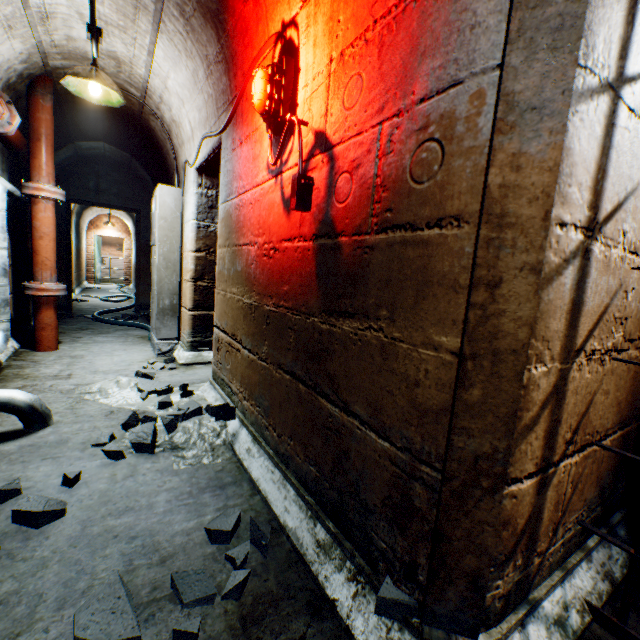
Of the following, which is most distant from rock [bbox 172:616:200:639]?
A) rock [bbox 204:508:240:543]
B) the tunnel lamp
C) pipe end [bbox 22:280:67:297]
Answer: pipe end [bbox 22:280:67:297]

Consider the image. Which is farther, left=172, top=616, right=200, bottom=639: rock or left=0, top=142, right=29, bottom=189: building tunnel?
left=0, top=142, right=29, bottom=189: building tunnel

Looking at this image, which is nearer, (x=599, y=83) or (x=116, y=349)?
(x=599, y=83)

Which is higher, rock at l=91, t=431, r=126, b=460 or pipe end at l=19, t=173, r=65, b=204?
pipe end at l=19, t=173, r=65, b=204

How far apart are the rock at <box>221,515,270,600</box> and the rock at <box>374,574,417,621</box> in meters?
0.5

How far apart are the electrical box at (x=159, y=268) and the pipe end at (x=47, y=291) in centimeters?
91cm

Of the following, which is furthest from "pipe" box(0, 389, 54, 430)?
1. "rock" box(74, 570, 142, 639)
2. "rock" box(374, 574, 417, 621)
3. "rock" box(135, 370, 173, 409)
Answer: "rock" box(374, 574, 417, 621)

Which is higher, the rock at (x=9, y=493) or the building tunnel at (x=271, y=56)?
the building tunnel at (x=271, y=56)
